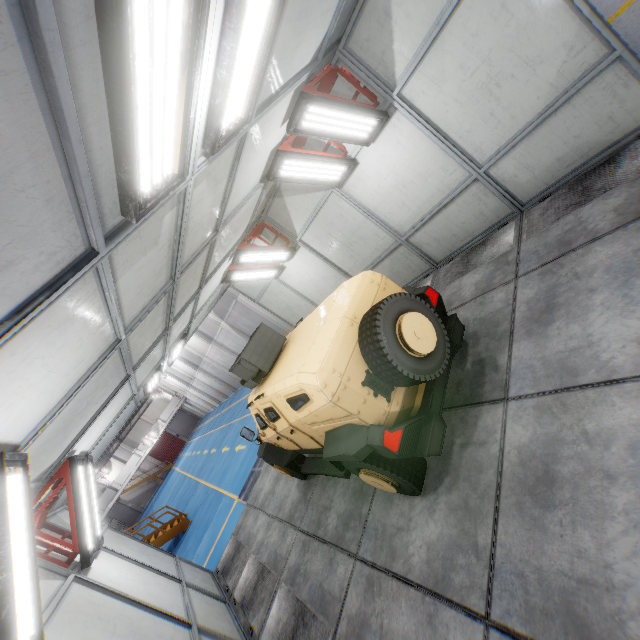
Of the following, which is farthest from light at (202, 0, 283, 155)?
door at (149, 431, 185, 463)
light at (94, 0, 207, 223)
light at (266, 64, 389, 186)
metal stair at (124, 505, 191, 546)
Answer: door at (149, 431, 185, 463)

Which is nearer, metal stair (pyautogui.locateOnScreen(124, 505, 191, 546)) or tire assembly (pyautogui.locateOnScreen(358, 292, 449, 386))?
tire assembly (pyautogui.locateOnScreen(358, 292, 449, 386))

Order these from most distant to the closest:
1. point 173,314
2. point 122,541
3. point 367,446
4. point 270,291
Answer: point 270,291 → point 122,541 → point 173,314 → point 367,446

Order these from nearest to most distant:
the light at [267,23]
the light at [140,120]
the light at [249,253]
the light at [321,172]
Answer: the light at [140,120], the light at [267,23], the light at [321,172], the light at [249,253]

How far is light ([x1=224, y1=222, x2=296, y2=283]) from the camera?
7.92m

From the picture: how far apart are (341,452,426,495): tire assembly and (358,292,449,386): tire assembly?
0.8m

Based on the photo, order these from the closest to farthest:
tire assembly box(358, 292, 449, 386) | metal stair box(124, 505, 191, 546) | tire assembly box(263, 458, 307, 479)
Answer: tire assembly box(358, 292, 449, 386), tire assembly box(263, 458, 307, 479), metal stair box(124, 505, 191, 546)

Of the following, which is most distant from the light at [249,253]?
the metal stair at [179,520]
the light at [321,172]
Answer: the metal stair at [179,520]
